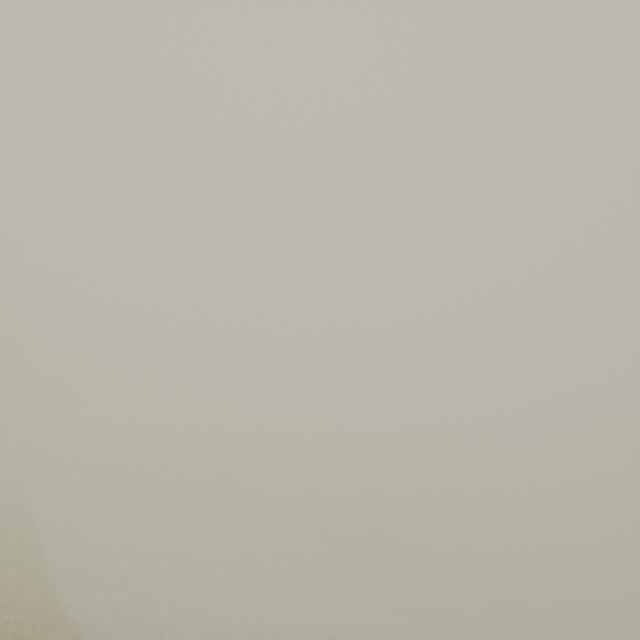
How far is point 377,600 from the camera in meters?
29.9 m
